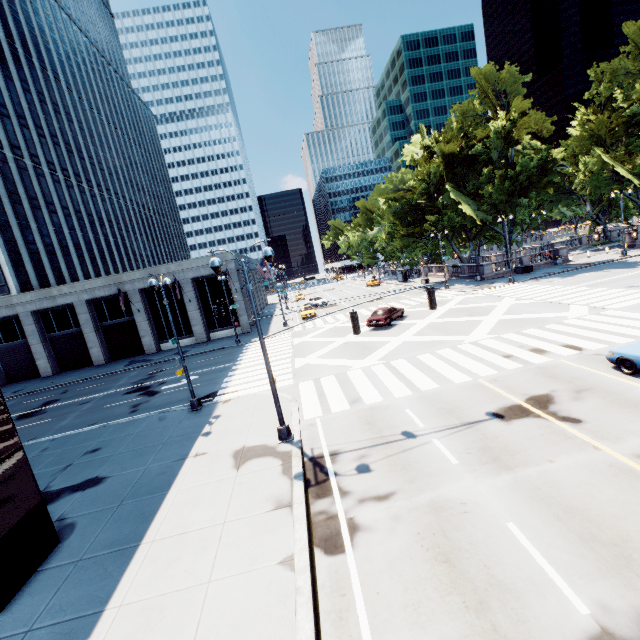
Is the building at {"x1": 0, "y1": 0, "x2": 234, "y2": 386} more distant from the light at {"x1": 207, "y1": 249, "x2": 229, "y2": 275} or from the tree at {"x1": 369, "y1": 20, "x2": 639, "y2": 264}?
the light at {"x1": 207, "y1": 249, "x2": 229, "y2": 275}

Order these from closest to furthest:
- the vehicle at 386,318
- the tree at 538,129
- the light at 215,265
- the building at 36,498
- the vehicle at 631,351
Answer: the building at 36,498 < the light at 215,265 < the vehicle at 631,351 < the vehicle at 386,318 < the tree at 538,129

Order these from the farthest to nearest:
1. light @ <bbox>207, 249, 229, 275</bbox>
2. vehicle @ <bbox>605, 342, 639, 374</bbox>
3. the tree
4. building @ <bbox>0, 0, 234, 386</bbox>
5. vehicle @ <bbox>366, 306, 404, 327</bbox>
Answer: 1. the tree
2. building @ <bbox>0, 0, 234, 386</bbox>
3. vehicle @ <bbox>366, 306, 404, 327</bbox>
4. vehicle @ <bbox>605, 342, 639, 374</bbox>
5. light @ <bbox>207, 249, 229, 275</bbox>

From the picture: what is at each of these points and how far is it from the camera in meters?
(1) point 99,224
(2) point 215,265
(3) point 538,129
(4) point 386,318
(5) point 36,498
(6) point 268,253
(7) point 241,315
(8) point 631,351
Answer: (1) building, 55.2 m
(2) light, 11.0 m
(3) tree, 51.0 m
(4) vehicle, 27.1 m
(5) building, 8.7 m
(6) light, 11.1 m
(7) building, 38.5 m
(8) vehicle, 11.8 m

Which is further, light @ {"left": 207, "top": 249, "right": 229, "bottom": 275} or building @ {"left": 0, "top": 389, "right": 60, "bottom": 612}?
light @ {"left": 207, "top": 249, "right": 229, "bottom": 275}

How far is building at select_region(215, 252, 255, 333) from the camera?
37.4m

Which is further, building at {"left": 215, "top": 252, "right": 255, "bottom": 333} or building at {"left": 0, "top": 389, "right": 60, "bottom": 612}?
building at {"left": 215, "top": 252, "right": 255, "bottom": 333}

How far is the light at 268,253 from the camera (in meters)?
11.15
